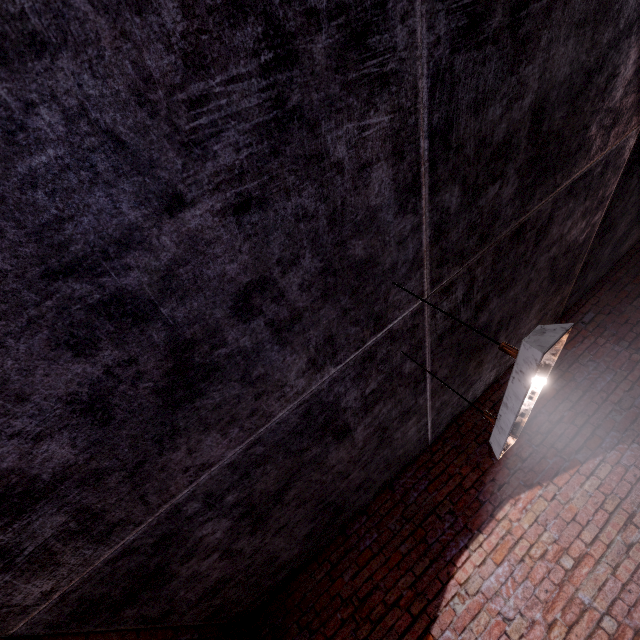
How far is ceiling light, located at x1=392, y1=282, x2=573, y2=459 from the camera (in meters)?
1.27

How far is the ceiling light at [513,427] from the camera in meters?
1.3

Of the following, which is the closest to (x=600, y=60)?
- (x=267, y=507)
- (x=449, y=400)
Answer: (x=449, y=400)
